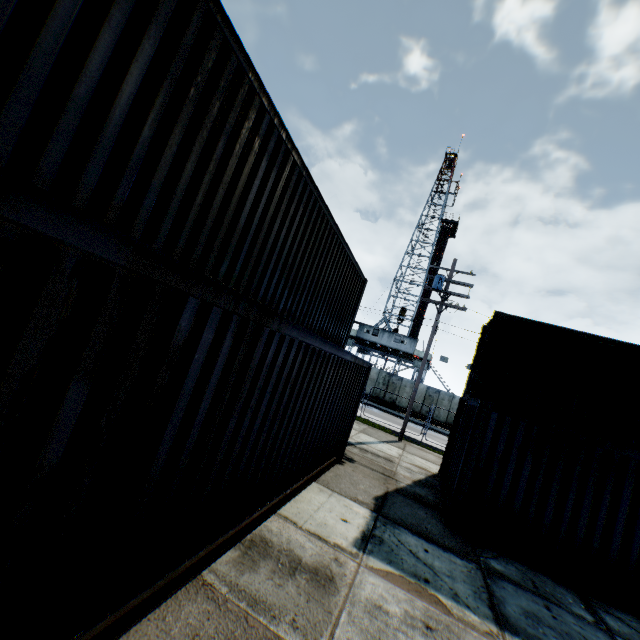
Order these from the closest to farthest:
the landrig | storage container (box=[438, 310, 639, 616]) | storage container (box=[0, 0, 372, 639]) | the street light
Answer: storage container (box=[0, 0, 372, 639]), storage container (box=[438, 310, 639, 616]), the street light, the landrig

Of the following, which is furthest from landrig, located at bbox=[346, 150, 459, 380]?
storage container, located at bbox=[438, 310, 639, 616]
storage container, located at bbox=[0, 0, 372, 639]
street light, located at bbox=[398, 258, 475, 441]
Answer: storage container, located at bbox=[0, 0, 372, 639]

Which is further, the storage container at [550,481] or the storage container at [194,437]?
the storage container at [550,481]

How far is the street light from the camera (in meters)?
16.08

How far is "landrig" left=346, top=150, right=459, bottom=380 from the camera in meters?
37.1 m

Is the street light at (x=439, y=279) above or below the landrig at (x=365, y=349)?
above

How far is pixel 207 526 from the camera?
3.6m

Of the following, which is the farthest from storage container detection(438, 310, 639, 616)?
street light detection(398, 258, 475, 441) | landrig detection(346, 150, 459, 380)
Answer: landrig detection(346, 150, 459, 380)
